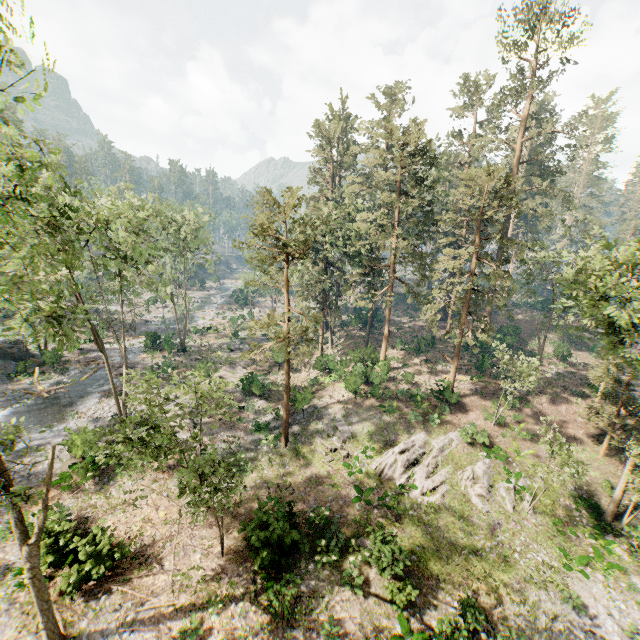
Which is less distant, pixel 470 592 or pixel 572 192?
pixel 470 592

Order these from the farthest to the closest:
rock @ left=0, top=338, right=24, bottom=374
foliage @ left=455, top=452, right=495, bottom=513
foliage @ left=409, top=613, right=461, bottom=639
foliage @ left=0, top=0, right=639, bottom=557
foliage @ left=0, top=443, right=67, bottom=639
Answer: rock @ left=0, top=338, right=24, bottom=374, foliage @ left=455, top=452, right=495, bottom=513, foliage @ left=0, top=0, right=639, bottom=557, foliage @ left=409, top=613, right=461, bottom=639, foliage @ left=0, top=443, right=67, bottom=639

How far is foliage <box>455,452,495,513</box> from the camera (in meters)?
20.39

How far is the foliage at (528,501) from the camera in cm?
1625

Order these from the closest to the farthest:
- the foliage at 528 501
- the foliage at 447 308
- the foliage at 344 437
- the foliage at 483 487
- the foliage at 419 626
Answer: the foliage at 419 626, the foliage at 447 308, the foliage at 528 501, the foliage at 483 487, the foliage at 344 437

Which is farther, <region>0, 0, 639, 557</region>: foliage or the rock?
→ the rock

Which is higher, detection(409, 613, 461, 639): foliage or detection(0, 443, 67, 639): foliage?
detection(0, 443, 67, 639): foliage
